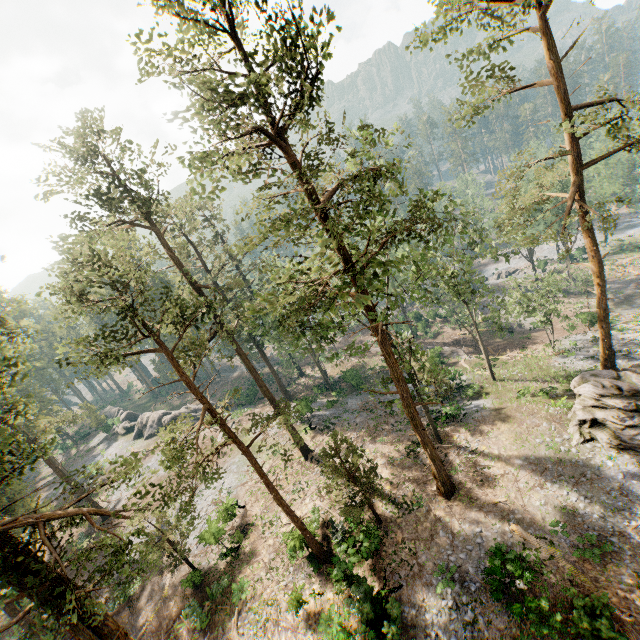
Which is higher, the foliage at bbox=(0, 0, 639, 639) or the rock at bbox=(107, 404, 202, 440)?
the foliage at bbox=(0, 0, 639, 639)

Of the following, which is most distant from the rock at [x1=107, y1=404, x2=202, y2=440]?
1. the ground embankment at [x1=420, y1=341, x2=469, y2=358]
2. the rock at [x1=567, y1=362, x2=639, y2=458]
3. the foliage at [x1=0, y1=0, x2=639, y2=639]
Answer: the rock at [x1=567, y1=362, x2=639, y2=458]

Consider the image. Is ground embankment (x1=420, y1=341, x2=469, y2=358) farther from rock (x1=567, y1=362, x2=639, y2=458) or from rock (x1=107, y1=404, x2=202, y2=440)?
rock (x1=107, y1=404, x2=202, y2=440)

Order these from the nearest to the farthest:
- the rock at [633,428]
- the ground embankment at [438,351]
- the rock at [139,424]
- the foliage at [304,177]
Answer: the foliage at [304,177] < the rock at [633,428] < the ground embankment at [438,351] < the rock at [139,424]

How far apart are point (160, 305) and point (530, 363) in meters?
35.6

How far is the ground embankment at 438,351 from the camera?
41.1 meters

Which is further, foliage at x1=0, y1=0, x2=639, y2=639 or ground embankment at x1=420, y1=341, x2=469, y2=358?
ground embankment at x1=420, y1=341, x2=469, y2=358
